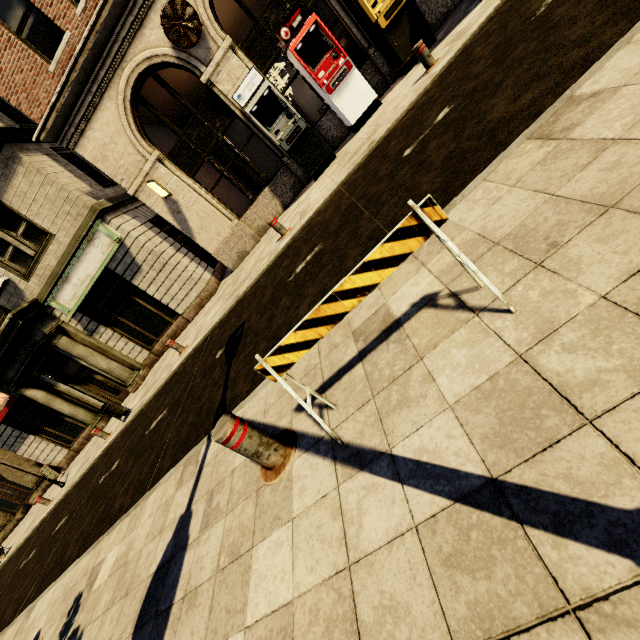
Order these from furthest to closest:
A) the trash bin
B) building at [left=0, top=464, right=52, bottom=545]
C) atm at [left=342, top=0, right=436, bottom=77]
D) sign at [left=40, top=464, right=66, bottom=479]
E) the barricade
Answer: building at [left=0, top=464, right=52, bottom=545], sign at [left=40, top=464, right=66, bottom=479], the trash bin, atm at [left=342, top=0, right=436, bottom=77], the barricade

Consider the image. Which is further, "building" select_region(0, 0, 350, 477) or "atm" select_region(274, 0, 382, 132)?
"building" select_region(0, 0, 350, 477)

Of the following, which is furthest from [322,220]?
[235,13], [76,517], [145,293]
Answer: [235,13]

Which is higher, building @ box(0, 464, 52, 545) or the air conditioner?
the air conditioner

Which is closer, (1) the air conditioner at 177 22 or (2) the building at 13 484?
(1) the air conditioner at 177 22

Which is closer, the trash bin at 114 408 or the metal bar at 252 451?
the metal bar at 252 451

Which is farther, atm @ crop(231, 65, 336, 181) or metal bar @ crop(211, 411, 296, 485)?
atm @ crop(231, 65, 336, 181)

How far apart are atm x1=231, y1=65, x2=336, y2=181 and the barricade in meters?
9.1 m
